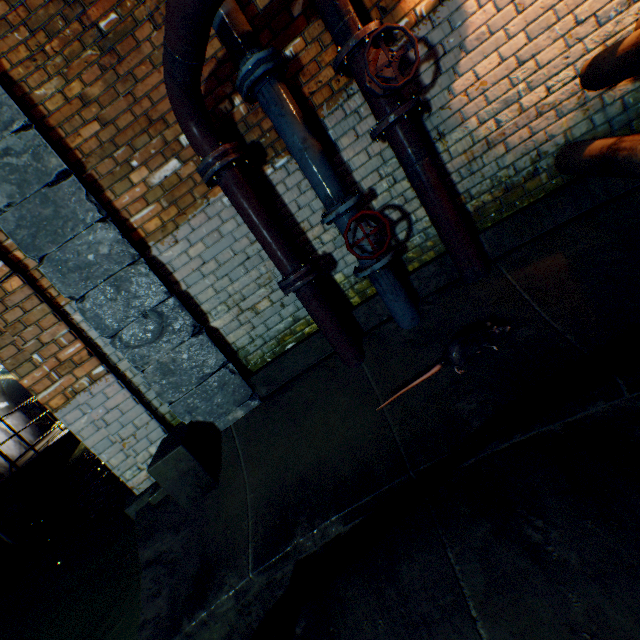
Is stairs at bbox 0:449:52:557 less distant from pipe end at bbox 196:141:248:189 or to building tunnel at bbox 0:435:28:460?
building tunnel at bbox 0:435:28:460

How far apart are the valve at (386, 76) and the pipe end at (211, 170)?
0.94m

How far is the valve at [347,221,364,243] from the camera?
2.3 meters

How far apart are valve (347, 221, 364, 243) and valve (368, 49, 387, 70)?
0.77m

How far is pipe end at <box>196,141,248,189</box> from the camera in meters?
2.2 m

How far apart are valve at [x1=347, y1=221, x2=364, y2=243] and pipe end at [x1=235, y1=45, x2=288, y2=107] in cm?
109

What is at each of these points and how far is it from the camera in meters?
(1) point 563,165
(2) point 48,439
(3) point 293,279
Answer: (1) pipe, 2.3 m
(2) walkway, 10.2 m
(3) pipe end, 2.5 m

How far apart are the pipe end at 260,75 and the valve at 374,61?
0.6 meters
